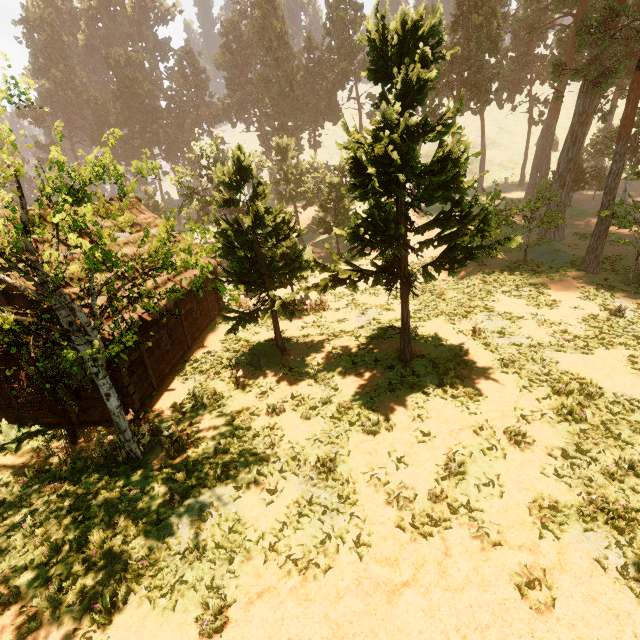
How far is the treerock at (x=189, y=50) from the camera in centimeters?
5751cm

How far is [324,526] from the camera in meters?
8.1 m

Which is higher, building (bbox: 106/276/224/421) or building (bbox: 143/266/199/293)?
building (bbox: 143/266/199/293)

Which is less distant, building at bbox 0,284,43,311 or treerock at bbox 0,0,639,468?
treerock at bbox 0,0,639,468

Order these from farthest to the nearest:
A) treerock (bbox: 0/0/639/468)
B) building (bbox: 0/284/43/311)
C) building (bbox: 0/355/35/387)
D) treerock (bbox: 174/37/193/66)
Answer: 1. treerock (bbox: 174/37/193/66)
2. building (bbox: 0/355/35/387)
3. building (bbox: 0/284/43/311)
4. treerock (bbox: 0/0/639/468)

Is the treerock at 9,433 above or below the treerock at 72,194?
below

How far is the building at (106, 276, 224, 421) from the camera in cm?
1191
